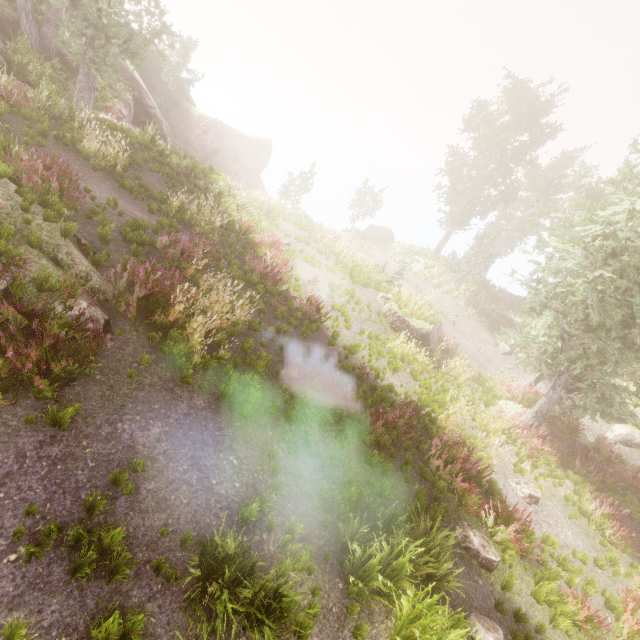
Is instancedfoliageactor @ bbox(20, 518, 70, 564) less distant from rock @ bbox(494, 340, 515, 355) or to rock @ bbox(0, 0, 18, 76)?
rock @ bbox(0, 0, 18, 76)

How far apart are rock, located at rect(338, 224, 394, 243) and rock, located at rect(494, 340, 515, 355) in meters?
15.3

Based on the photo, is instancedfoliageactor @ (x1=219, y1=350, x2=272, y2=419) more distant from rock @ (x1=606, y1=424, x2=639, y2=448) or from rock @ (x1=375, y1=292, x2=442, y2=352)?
rock @ (x1=606, y1=424, x2=639, y2=448)

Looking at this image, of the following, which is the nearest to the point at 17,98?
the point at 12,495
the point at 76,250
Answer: the point at 76,250

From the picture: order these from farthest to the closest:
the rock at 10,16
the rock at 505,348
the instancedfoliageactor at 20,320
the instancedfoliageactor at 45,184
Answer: the rock at 505,348 < the rock at 10,16 < the instancedfoliageactor at 45,184 < the instancedfoliageactor at 20,320

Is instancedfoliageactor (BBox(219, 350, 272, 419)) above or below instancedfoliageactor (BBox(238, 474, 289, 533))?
above

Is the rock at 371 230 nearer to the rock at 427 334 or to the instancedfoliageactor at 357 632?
the instancedfoliageactor at 357 632
